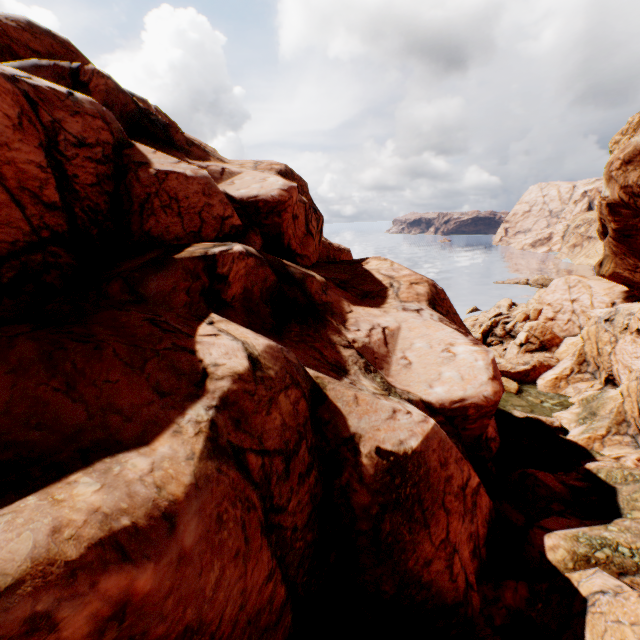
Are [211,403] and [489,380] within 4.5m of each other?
no
